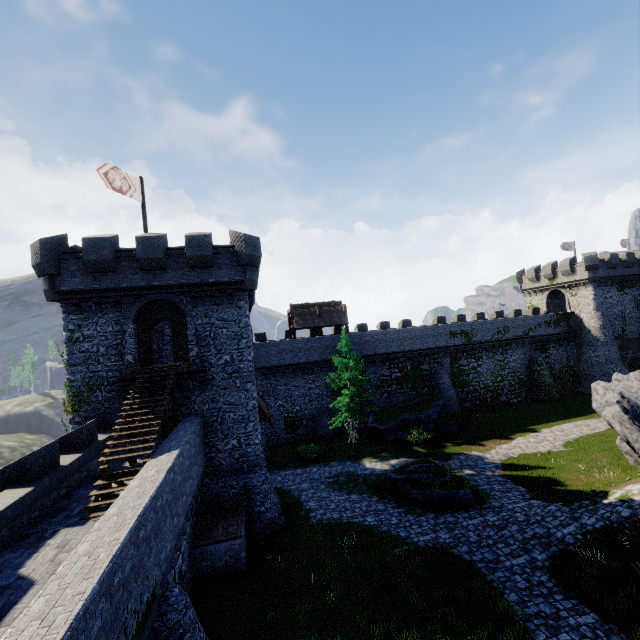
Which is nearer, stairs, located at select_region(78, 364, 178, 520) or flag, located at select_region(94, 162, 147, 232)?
stairs, located at select_region(78, 364, 178, 520)

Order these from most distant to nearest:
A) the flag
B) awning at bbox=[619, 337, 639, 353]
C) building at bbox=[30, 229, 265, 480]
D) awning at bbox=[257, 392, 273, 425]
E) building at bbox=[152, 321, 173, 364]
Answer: awning at bbox=[619, 337, 639, 353], building at bbox=[152, 321, 173, 364], awning at bbox=[257, 392, 273, 425], building at bbox=[30, 229, 265, 480], the flag

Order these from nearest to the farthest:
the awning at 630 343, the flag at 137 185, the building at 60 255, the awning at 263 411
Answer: the flag at 137 185 → the building at 60 255 → the awning at 263 411 → the awning at 630 343

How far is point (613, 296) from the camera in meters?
39.6

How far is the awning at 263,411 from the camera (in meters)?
20.97

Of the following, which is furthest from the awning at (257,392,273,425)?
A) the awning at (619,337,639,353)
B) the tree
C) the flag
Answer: the awning at (619,337,639,353)

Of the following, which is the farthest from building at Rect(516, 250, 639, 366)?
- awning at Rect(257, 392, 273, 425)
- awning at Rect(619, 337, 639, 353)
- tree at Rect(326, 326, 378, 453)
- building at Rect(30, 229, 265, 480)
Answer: awning at Rect(257, 392, 273, 425)

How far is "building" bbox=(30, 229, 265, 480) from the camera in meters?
17.1
